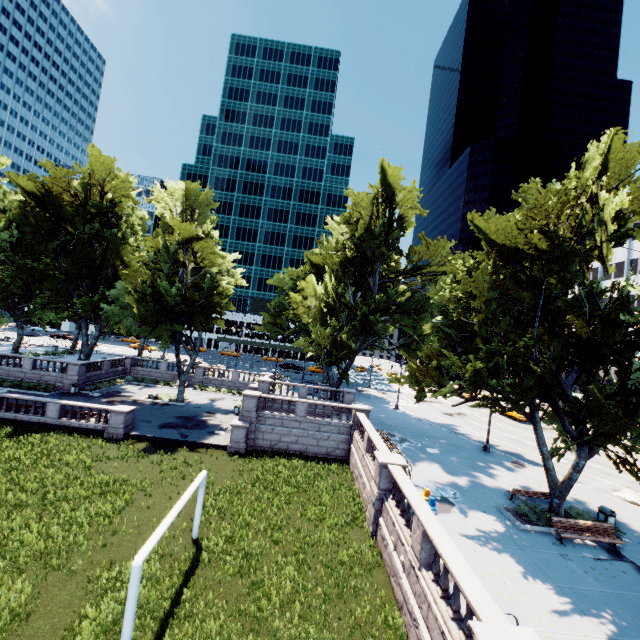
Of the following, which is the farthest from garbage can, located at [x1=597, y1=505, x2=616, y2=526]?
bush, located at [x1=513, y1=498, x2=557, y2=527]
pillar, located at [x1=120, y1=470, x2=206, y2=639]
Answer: pillar, located at [x1=120, y1=470, x2=206, y2=639]

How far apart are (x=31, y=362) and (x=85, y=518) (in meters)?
28.63

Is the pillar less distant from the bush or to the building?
the bush

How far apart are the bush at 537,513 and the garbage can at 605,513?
3.33m

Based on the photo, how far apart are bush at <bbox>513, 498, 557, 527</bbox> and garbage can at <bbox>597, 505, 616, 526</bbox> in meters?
3.3 m

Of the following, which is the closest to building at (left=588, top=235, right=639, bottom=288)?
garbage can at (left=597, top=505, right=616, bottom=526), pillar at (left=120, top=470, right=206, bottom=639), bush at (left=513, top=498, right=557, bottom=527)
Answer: garbage can at (left=597, top=505, right=616, bottom=526)

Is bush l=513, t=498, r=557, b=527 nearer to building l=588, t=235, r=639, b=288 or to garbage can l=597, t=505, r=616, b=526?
garbage can l=597, t=505, r=616, b=526

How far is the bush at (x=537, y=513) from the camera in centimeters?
1551cm
